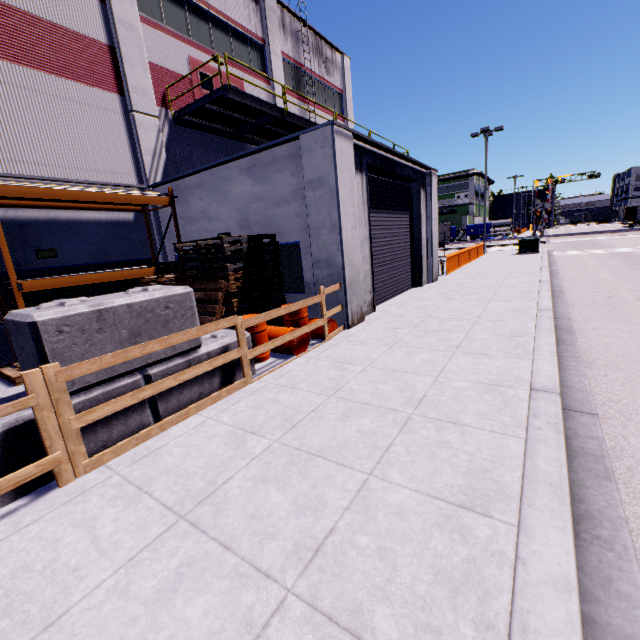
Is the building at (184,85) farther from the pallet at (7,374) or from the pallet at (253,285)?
the pallet at (7,374)

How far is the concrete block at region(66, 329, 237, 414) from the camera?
3.8m

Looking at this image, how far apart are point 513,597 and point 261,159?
9.7m

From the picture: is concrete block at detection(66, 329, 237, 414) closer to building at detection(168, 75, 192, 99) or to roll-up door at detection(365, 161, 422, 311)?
roll-up door at detection(365, 161, 422, 311)

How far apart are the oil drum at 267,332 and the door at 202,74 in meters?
11.1 m

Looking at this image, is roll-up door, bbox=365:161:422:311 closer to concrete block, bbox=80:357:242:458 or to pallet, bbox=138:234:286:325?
concrete block, bbox=80:357:242:458

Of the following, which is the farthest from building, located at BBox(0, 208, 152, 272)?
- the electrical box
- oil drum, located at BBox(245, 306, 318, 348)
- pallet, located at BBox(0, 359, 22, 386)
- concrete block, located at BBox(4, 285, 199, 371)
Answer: concrete block, located at BBox(4, 285, 199, 371)

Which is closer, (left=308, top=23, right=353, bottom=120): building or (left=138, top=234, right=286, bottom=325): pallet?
(left=138, top=234, right=286, bottom=325): pallet
